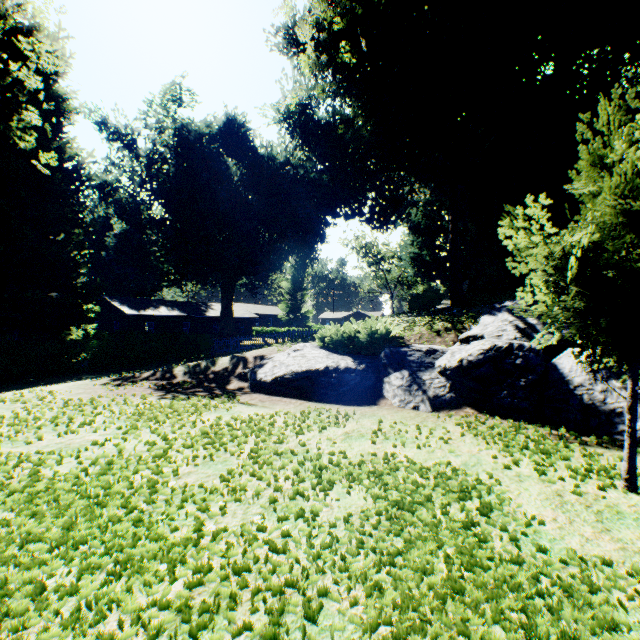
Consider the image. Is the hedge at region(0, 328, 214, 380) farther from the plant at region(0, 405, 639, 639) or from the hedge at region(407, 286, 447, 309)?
the hedge at region(407, 286, 447, 309)

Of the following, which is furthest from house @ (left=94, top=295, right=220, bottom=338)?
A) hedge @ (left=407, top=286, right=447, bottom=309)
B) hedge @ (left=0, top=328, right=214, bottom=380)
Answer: hedge @ (left=407, top=286, right=447, bottom=309)

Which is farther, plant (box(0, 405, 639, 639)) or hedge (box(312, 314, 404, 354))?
hedge (box(312, 314, 404, 354))

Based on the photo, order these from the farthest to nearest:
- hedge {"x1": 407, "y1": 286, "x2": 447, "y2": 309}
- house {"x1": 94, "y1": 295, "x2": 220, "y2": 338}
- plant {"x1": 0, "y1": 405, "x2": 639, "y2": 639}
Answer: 1. house {"x1": 94, "y1": 295, "x2": 220, "y2": 338}
2. hedge {"x1": 407, "y1": 286, "x2": 447, "y2": 309}
3. plant {"x1": 0, "y1": 405, "x2": 639, "y2": 639}

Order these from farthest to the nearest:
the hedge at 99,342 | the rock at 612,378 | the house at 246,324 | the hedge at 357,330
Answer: the house at 246,324, the hedge at 99,342, the hedge at 357,330, the rock at 612,378

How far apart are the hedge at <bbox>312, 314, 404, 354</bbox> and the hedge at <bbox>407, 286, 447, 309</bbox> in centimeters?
846cm

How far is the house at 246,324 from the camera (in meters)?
51.07

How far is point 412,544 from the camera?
3.05m
